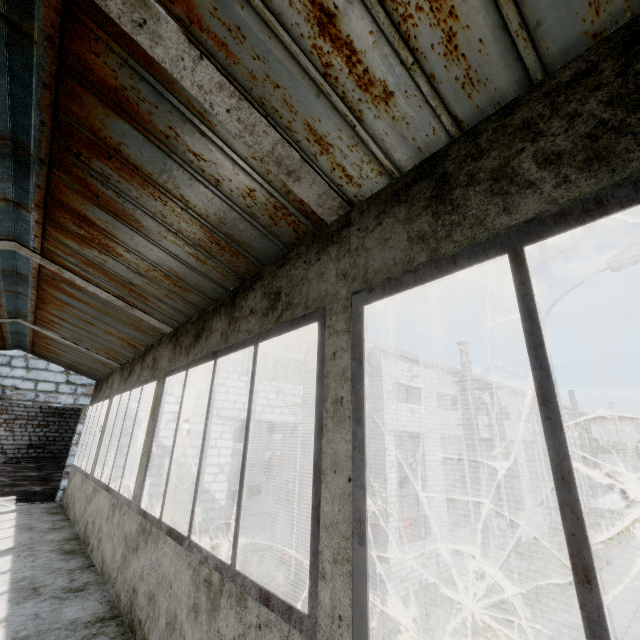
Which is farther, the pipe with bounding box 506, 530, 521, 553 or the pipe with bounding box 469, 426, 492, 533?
the pipe with bounding box 506, 530, 521, 553

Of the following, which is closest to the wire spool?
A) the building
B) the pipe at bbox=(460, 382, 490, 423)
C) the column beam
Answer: the column beam

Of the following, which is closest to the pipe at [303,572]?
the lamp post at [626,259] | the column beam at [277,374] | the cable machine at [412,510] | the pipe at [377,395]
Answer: the pipe at [377,395]

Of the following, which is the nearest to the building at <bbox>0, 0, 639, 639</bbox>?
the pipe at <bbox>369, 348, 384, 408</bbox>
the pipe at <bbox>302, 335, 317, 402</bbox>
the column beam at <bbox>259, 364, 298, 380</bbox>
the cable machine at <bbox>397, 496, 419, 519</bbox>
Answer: A: the pipe at <bbox>302, 335, 317, 402</bbox>

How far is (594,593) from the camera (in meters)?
0.78

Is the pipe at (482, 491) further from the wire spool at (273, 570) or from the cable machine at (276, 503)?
the cable machine at (276, 503)

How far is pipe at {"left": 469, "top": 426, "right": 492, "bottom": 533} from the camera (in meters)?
18.29

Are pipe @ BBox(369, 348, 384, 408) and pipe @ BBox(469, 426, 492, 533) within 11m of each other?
yes
